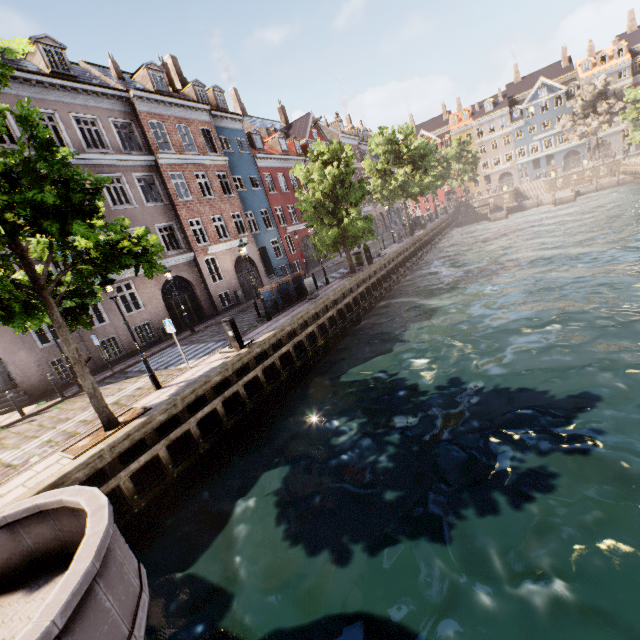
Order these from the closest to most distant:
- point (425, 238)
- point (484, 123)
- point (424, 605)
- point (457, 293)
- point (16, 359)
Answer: point (424, 605)
point (16, 359)
point (457, 293)
point (425, 238)
point (484, 123)

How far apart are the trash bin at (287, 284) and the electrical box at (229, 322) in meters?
6.3

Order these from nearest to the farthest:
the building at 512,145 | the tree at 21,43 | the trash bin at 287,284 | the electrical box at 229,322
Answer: the tree at 21,43 → the electrical box at 229,322 → the trash bin at 287,284 → the building at 512,145

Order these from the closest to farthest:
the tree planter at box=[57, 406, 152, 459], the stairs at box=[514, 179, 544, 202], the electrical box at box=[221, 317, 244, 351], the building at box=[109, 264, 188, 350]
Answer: the tree planter at box=[57, 406, 152, 459], the electrical box at box=[221, 317, 244, 351], the building at box=[109, 264, 188, 350], the stairs at box=[514, 179, 544, 202]

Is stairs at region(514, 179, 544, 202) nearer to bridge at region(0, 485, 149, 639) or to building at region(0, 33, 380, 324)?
building at region(0, 33, 380, 324)

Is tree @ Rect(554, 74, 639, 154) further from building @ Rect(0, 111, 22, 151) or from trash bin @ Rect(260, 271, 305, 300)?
building @ Rect(0, 111, 22, 151)

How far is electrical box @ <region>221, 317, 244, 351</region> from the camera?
11.36m

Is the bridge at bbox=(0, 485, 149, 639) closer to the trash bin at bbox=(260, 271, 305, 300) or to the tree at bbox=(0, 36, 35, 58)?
the tree at bbox=(0, 36, 35, 58)
